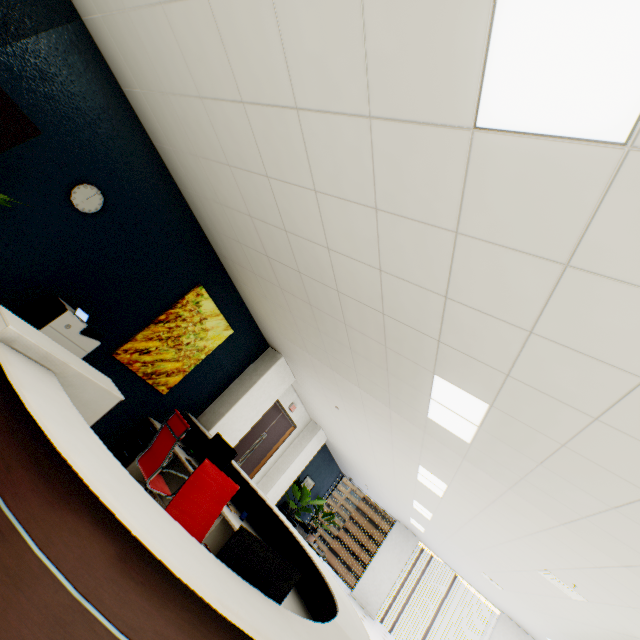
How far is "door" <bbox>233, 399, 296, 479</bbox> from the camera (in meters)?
7.61

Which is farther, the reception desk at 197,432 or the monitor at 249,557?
the reception desk at 197,432

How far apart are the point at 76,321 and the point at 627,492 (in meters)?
4.77

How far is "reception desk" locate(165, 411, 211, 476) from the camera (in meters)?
4.68

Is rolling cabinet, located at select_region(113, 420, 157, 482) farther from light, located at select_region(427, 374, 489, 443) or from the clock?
light, located at select_region(427, 374, 489, 443)

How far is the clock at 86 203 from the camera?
3.1m

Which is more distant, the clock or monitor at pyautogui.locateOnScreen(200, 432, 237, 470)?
monitor at pyautogui.locateOnScreen(200, 432, 237, 470)

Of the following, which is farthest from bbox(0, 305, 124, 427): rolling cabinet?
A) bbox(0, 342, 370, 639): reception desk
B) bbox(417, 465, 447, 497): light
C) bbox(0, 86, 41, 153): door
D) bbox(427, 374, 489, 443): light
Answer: bbox(417, 465, 447, 497): light
